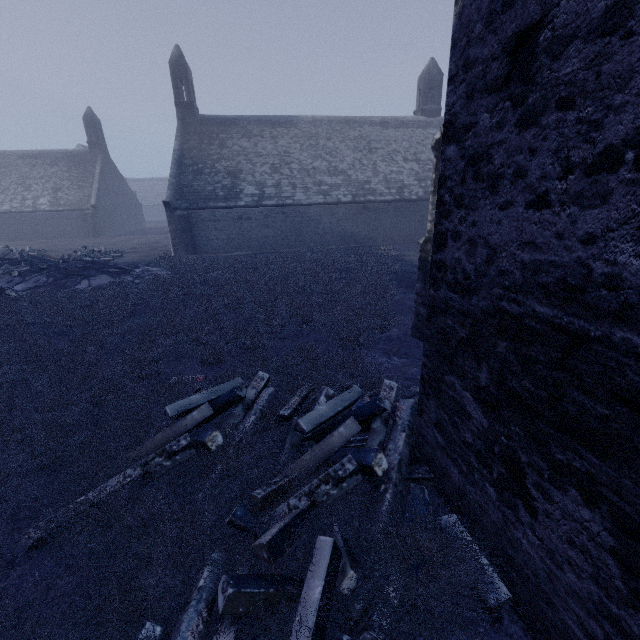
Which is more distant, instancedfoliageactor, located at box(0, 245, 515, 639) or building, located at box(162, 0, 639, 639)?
instancedfoliageactor, located at box(0, 245, 515, 639)

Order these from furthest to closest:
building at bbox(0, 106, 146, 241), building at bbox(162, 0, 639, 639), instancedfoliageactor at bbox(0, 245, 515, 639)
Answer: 1. building at bbox(0, 106, 146, 241)
2. instancedfoliageactor at bbox(0, 245, 515, 639)
3. building at bbox(162, 0, 639, 639)

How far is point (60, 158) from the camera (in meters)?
35.25

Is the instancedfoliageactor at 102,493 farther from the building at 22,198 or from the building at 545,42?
the building at 22,198

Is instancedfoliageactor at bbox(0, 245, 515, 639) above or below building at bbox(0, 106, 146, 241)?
below

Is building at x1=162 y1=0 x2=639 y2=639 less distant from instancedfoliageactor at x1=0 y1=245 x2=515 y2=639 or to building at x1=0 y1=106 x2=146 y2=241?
instancedfoliageactor at x1=0 y1=245 x2=515 y2=639

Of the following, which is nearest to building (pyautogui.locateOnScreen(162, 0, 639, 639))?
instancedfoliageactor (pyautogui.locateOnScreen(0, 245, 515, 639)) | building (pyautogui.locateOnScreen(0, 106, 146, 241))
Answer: instancedfoliageactor (pyautogui.locateOnScreen(0, 245, 515, 639))
